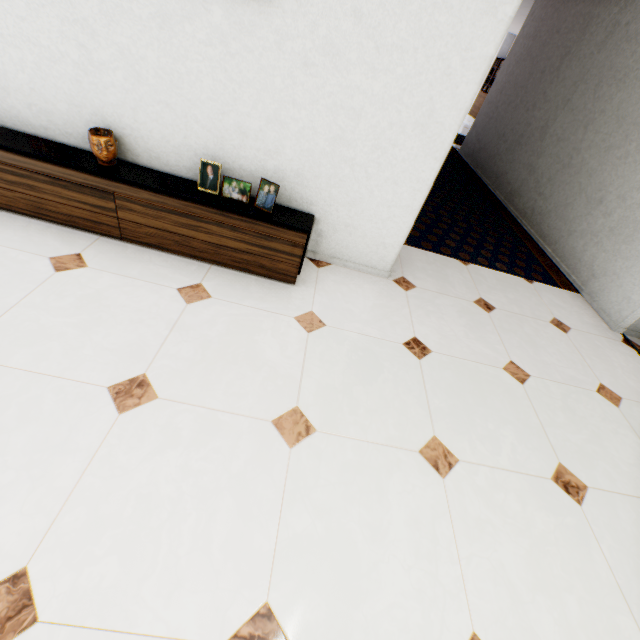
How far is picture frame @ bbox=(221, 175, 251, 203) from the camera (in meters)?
2.18

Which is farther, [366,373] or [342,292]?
[342,292]

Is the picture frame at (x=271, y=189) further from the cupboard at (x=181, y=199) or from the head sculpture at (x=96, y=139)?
the head sculpture at (x=96, y=139)

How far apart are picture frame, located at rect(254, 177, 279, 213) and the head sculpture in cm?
54

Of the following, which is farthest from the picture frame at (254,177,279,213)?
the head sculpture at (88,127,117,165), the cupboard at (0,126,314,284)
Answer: the head sculpture at (88,127,117,165)
